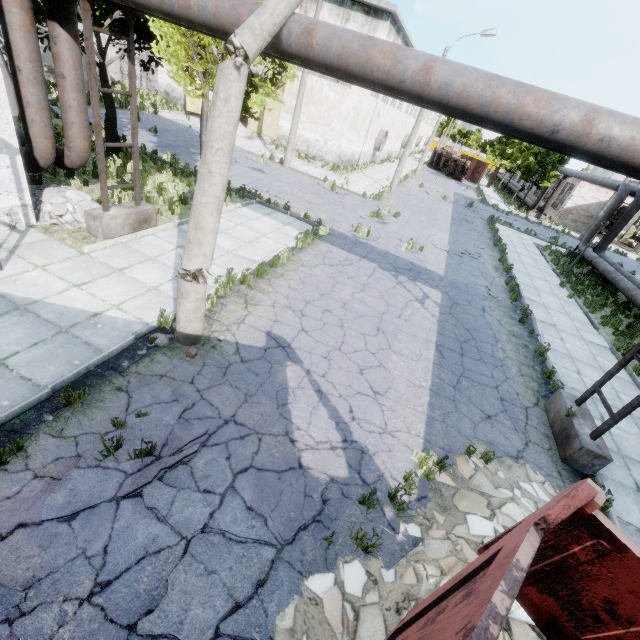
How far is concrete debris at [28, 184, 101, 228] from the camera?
8.3 meters

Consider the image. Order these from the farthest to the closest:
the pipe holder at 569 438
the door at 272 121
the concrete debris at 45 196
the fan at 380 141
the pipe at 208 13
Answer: the fan at 380 141, the door at 272 121, the concrete debris at 45 196, the pipe holder at 569 438, the pipe at 208 13

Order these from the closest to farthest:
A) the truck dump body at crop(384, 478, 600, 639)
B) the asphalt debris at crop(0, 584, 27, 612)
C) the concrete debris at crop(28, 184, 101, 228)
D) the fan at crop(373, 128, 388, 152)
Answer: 1. the truck dump body at crop(384, 478, 600, 639)
2. the asphalt debris at crop(0, 584, 27, 612)
3. the concrete debris at crop(28, 184, 101, 228)
4. the fan at crop(373, 128, 388, 152)

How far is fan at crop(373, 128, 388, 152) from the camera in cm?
3119

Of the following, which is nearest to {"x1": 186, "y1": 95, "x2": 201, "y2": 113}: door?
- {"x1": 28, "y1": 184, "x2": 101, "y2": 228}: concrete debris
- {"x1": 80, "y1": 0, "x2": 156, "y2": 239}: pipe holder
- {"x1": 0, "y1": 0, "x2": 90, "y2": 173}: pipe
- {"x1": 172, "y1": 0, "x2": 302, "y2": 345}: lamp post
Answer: {"x1": 0, "y1": 0, "x2": 90, "y2": 173}: pipe

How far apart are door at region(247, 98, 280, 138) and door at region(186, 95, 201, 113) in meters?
2.7 m

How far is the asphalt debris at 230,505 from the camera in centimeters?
390cm

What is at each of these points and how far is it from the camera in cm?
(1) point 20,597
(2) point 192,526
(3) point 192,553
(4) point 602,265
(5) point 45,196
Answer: (1) asphalt debris, 297
(2) asphalt debris, 385
(3) asphalt debris, 363
(4) pipe, 1850
(5) concrete debris, 840
